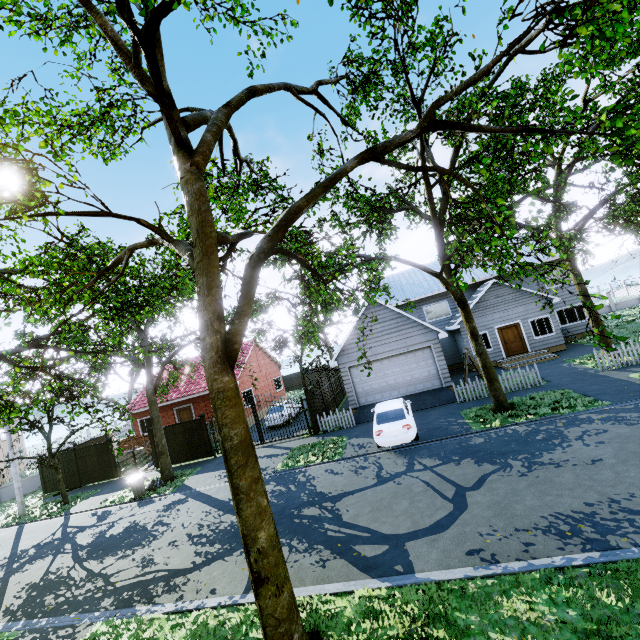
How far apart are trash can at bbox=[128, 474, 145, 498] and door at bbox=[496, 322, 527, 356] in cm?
2298

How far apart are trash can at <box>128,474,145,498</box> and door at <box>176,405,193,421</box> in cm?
944

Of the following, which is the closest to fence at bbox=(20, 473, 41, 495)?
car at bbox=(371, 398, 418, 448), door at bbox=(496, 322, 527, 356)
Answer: car at bbox=(371, 398, 418, 448)

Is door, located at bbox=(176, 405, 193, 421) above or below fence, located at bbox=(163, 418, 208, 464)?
above

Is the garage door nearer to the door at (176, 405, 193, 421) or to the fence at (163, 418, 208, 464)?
the fence at (163, 418, 208, 464)

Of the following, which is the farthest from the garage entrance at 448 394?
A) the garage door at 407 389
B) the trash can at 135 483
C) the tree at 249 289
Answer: the trash can at 135 483

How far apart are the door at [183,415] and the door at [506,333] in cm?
2363

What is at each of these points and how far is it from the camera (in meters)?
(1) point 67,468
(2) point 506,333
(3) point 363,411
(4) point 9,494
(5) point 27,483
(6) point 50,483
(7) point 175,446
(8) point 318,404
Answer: (1) fence, 21.42
(2) door, 22.14
(3) garage entrance, 18.34
(4) fence, 23.70
(5) fence, 24.31
(6) fence, 21.69
(7) fence, 19.69
(8) fence, 19.45
